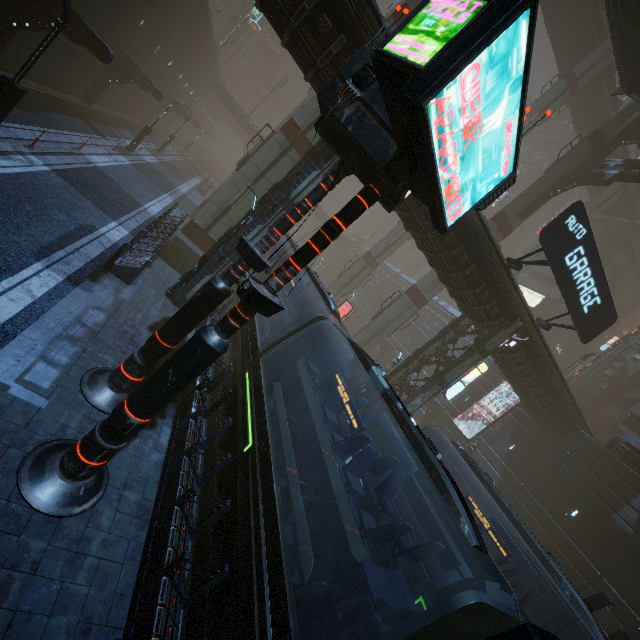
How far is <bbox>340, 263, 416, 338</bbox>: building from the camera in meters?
51.1

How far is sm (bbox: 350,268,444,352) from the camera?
27.2 meters

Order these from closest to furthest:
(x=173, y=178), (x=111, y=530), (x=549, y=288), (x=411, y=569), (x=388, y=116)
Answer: (x=388, y=116) < (x=111, y=530) < (x=411, y=569) < (x=173, y=178) < (x=549, y=288)

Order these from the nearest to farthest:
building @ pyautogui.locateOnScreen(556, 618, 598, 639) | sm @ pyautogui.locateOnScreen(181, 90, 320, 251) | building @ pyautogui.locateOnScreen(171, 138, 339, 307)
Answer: building @ pyautogui.locateOnScreen(171, 138, 339, 307)
building @ pyautogui.locateOnScreen(556, 618, 598, 639)
sm @ pyautogui.locateOnScreen(181, 90, 320, 251)

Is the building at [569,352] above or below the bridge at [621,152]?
below

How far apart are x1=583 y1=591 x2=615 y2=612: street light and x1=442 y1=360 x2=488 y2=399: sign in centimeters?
1017cm

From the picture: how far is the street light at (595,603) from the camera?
10.77m

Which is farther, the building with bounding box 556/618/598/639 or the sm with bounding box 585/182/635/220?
Result: the sm with bounding box 585/182/635/220
